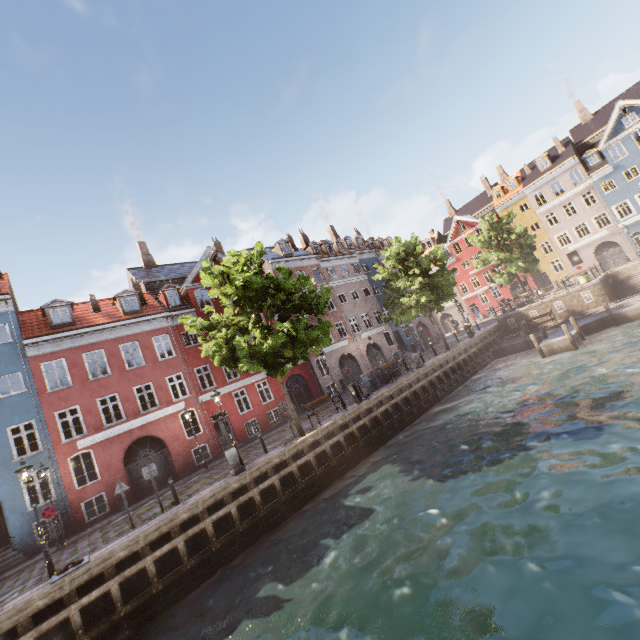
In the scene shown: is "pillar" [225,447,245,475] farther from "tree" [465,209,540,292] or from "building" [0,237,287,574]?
"building" [0,237,287,574]

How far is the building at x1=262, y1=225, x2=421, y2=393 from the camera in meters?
31.1 m

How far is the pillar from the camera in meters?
14.0

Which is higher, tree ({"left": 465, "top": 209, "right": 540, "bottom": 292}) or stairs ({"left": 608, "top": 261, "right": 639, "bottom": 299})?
tree ({"left": 465, "top": 209, "right": 540, "bottom": 292})

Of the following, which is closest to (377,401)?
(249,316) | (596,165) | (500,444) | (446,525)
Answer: (500,444)

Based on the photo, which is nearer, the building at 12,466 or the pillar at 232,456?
the pillar at 232,456

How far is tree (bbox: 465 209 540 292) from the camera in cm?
3347

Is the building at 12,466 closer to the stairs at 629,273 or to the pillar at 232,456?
the pillar at 232,456
